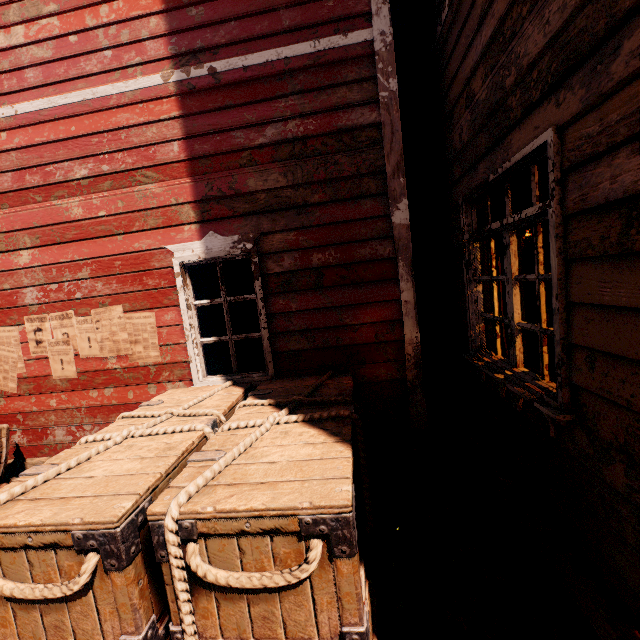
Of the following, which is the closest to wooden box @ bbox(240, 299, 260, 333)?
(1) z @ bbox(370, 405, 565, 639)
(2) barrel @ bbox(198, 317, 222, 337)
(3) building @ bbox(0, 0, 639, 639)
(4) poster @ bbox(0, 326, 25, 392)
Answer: (3) building @ bbox(0, 0, 639, 639)

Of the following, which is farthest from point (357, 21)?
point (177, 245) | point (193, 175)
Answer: point (177, 245)

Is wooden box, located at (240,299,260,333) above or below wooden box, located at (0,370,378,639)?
above

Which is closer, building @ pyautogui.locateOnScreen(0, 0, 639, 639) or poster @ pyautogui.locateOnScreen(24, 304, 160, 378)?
building @ pyautogui.locateOnScreen(0, 0, 639, 639)

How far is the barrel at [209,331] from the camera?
12.4m

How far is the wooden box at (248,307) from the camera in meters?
4.3

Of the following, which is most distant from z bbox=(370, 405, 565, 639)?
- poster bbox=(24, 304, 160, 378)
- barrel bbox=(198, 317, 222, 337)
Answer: poster bbox=(24, 304, 160, 378)
